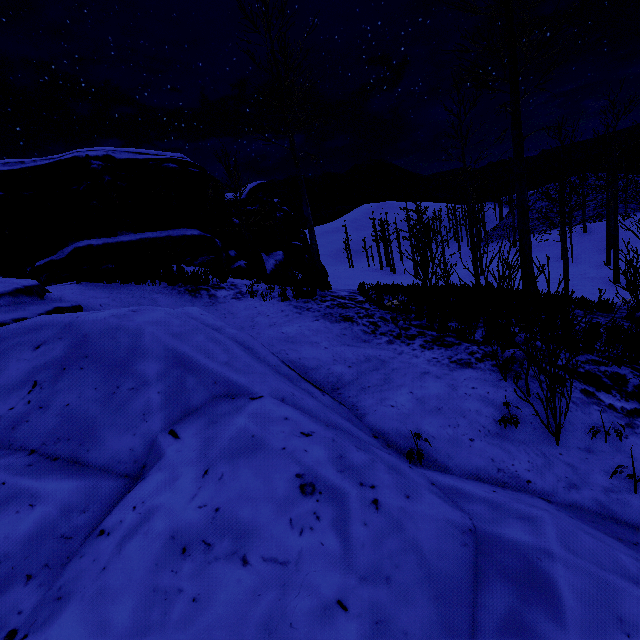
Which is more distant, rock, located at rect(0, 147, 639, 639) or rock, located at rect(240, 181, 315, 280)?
rock, located at rect(240, 181, 315, 280)

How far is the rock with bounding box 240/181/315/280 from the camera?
21.6 meters

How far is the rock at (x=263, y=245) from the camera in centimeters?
2164cm

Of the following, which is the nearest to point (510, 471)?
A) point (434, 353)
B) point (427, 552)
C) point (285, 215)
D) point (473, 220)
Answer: point (427, 552)

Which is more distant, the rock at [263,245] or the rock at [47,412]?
the rock at [263,245]
